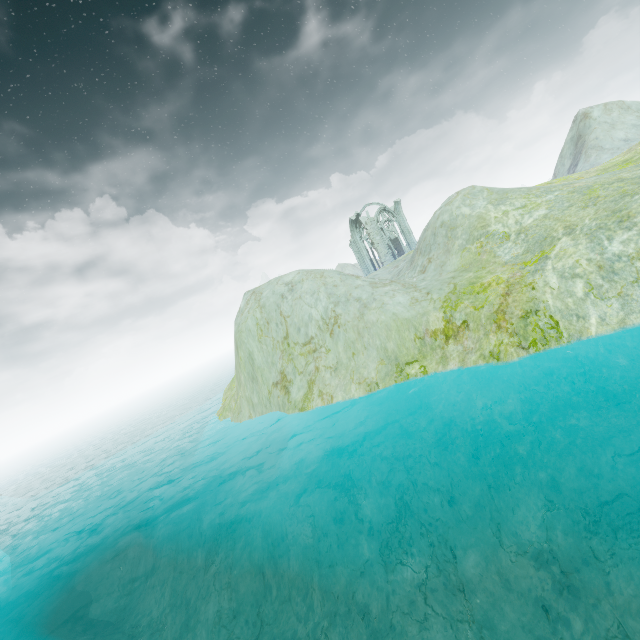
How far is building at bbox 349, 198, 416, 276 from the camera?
46.19m

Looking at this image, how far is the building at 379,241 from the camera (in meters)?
46.19

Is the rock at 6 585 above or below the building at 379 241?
→ below

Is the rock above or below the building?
below

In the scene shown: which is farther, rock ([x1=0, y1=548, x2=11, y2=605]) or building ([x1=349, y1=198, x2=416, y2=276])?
building ([x1=349, y1=198, x2=416, y2=276])

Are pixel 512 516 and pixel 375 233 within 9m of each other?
no
